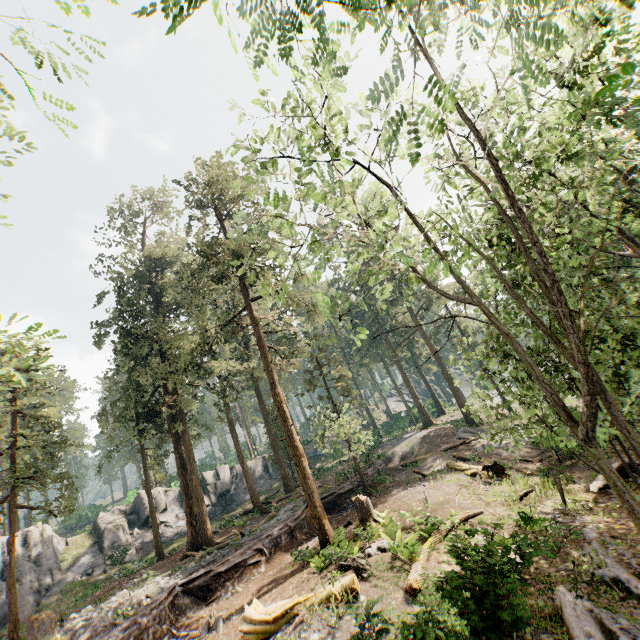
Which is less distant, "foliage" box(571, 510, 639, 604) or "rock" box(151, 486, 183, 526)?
"foliage" box(571, 510, 639, 604)

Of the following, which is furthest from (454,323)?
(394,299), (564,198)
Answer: (564,198)

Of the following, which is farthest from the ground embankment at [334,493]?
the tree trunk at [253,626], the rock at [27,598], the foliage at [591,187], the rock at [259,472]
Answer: the rock at [259,472]

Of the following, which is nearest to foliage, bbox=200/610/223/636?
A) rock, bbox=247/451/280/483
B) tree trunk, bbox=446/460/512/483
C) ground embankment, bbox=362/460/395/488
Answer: ground embankment, bbox=362/460/395/488

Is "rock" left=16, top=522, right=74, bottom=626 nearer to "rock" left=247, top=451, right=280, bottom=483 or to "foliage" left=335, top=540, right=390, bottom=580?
"rock" left=247, top=451, right=280, bottom=483

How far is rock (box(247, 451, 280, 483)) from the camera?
42.4 meters

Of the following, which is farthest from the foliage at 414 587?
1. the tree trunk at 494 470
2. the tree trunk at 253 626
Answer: the tree trunk at 494 470

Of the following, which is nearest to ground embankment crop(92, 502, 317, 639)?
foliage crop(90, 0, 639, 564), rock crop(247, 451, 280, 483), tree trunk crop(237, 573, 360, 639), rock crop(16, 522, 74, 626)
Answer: foliage crop(90, 0, 639, 564)
